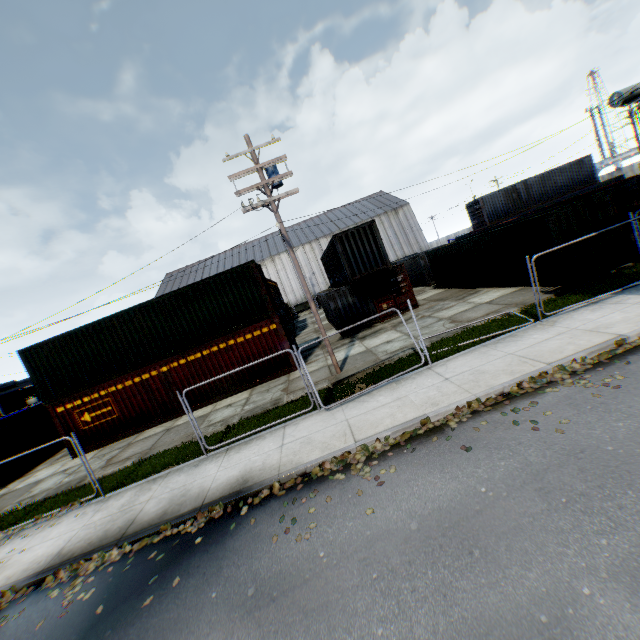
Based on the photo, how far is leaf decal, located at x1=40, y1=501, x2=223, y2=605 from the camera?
6.53m

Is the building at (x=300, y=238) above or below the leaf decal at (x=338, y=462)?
above

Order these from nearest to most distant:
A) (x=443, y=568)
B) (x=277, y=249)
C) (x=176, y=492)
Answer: (x=443, y=568) < (x=176, y=492) < (x=277, y=249)

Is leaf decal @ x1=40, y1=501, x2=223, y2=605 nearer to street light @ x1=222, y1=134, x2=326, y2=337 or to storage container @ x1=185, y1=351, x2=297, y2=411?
street light @ x1=222, y1=134, x2=326, y2=337

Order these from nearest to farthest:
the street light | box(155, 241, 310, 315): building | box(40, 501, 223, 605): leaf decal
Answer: box(40, 501, 223, 605): leaf decal → the street light → box(155, 241, 310, 315): building

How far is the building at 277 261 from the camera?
54.56m

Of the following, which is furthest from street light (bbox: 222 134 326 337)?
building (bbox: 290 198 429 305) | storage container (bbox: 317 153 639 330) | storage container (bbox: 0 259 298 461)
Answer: building (bbox: 290 198 429 305)

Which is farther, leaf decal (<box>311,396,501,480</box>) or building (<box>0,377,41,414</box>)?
building (<box>0,377,41,414</box>)
